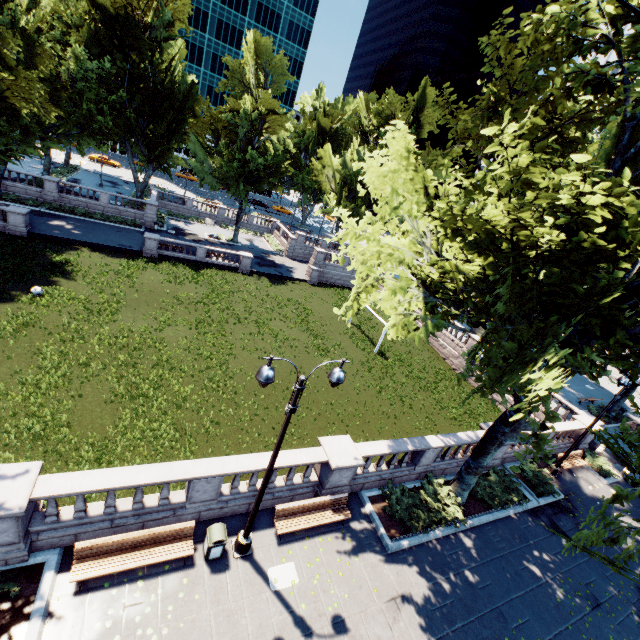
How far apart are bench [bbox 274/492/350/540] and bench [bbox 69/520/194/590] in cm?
267

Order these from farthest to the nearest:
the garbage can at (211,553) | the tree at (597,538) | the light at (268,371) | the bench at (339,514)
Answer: the bench at (339,514), the garbage can at (211,553), the tree at (597,538), the light at (268,371)

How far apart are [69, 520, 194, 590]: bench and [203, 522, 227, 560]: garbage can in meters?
0.4 m

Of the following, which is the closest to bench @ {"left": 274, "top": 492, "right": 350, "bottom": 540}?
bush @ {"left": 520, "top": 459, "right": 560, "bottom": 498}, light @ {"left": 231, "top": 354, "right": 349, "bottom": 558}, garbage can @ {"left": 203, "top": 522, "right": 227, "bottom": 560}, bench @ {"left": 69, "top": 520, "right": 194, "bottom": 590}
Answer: light @ {"left": 231, "top": 354, "right": 349, "bottom": 558}

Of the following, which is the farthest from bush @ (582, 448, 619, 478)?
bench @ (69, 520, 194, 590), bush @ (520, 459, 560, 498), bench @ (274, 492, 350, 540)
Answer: bench @ (69, 520, 194, 590)

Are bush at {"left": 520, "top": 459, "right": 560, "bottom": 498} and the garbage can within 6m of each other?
no

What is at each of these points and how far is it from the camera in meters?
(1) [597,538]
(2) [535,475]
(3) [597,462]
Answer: (1) tree, 8.3
(2) bush, 18.1
(3) bush, 21.5

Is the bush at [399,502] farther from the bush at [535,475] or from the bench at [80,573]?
the bench at [80,573]
